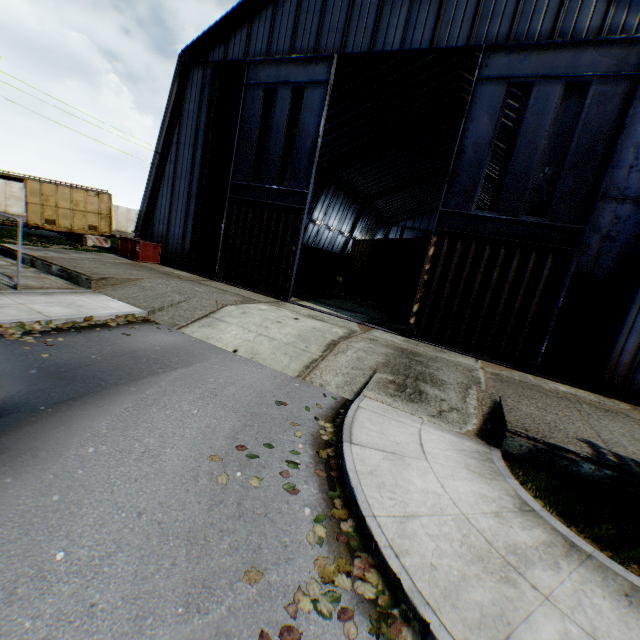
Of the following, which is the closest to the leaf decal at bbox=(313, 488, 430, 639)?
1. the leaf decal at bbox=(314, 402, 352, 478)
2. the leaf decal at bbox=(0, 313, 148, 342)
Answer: the leaf decal at bbox=(314, 402, 352, 478)

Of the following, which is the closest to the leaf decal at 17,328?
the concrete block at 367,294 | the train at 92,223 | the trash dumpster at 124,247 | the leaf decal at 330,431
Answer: the leaf decal at 330,431

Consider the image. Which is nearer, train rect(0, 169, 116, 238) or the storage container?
train rect(0, 169, 116, 238)

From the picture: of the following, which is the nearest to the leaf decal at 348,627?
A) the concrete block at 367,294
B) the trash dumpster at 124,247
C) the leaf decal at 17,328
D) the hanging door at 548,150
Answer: the leaf decal at 17,328

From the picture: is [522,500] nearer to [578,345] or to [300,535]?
[300,535]

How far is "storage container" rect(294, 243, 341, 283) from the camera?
24.9m

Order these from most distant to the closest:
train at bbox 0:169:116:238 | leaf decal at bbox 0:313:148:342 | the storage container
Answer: the storage container < train at bbox 0:169:116:238 < leaf decal at bbox 0:313:148:342

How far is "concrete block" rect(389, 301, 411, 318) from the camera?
17.58m
